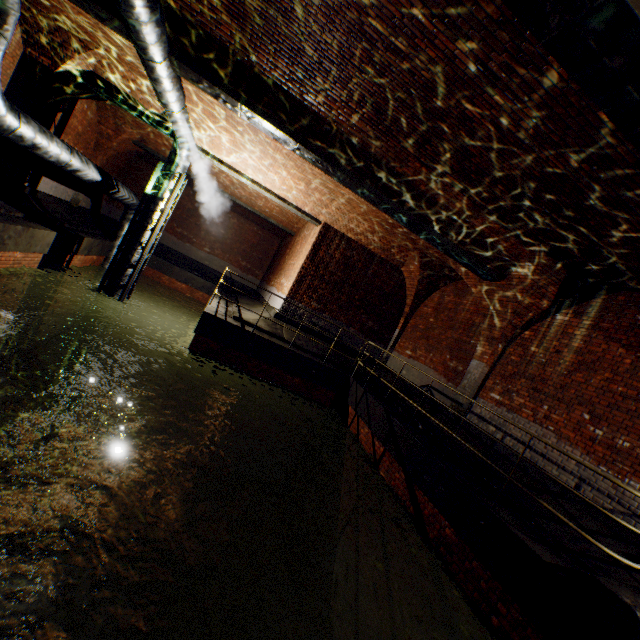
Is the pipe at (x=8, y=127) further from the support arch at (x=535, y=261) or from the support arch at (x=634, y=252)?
the support arch at (x=535, y=261)

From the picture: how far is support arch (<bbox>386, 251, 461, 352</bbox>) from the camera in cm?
1129

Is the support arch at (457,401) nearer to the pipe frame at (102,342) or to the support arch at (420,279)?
the support arch at (420,279)

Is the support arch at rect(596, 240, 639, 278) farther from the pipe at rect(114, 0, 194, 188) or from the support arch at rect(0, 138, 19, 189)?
the support arch at rect(0, 138, 19, 189)

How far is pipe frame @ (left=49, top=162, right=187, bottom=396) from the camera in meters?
10.0 m

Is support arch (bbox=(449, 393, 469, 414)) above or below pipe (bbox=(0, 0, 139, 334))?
below

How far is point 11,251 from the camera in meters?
7.9 m

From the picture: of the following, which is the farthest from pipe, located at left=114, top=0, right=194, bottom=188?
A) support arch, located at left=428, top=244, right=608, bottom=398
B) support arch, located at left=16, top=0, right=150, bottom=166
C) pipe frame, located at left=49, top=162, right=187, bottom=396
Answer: support arch, located at left=428, top=244, right=608, bottom=398
